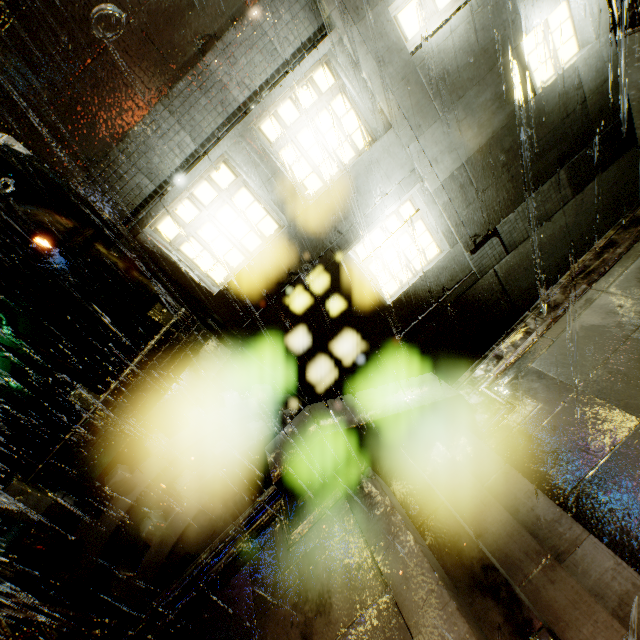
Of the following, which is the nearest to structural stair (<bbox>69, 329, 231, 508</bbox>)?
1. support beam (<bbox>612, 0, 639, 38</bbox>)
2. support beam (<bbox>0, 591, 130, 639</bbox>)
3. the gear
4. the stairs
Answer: the gear

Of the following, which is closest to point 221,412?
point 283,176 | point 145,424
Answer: point 145,424

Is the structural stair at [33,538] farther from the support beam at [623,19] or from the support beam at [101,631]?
the support beam at [623,19]

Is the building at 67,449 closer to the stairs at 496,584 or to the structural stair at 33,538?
the structural stair at 33,538

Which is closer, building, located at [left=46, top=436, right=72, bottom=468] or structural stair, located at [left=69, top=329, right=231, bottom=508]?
structural stair, located at [left=69, top=329, right=231, bottom=508]

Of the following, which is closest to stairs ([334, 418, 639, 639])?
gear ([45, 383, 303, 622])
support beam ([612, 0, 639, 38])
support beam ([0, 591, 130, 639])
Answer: gear ([45, 383, 303, 622])

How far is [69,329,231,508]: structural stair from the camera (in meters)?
8.58
